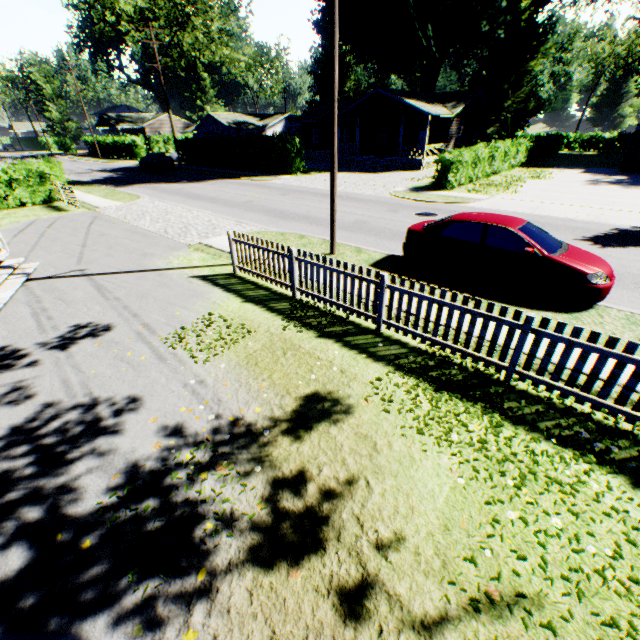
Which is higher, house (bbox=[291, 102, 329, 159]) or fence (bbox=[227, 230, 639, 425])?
house (bbox=[291, 102, 329, 159])

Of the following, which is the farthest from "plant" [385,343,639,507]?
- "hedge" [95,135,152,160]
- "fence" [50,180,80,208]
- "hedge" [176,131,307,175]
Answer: "hedge" [95,135,152,160]

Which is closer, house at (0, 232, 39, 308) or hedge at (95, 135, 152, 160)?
house at (0, 232, 39, 308)

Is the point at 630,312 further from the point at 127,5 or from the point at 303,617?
the point at 127,5

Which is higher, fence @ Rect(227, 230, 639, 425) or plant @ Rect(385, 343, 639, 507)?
fence @ Rect(227, 230, 639, 425)

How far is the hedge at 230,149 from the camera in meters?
28.0 m

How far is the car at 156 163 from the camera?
33.7m

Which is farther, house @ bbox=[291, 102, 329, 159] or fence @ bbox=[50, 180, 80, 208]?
house @ bbox=[291, 102, 329, 159]
